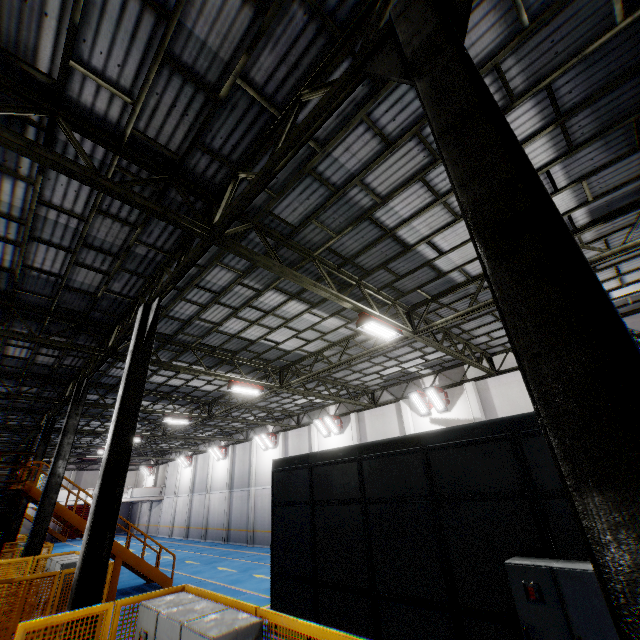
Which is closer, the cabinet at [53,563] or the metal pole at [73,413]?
the cabinet at [53,563]

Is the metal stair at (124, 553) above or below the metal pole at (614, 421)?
below

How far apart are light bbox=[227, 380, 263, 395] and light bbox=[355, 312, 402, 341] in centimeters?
698cm

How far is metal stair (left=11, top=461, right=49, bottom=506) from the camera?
12.5 meters

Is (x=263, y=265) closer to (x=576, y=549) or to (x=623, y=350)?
(x=623, y=350)

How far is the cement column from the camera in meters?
15.8 m

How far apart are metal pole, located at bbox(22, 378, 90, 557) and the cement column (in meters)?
17.16

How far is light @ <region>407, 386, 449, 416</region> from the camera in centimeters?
1708cm
